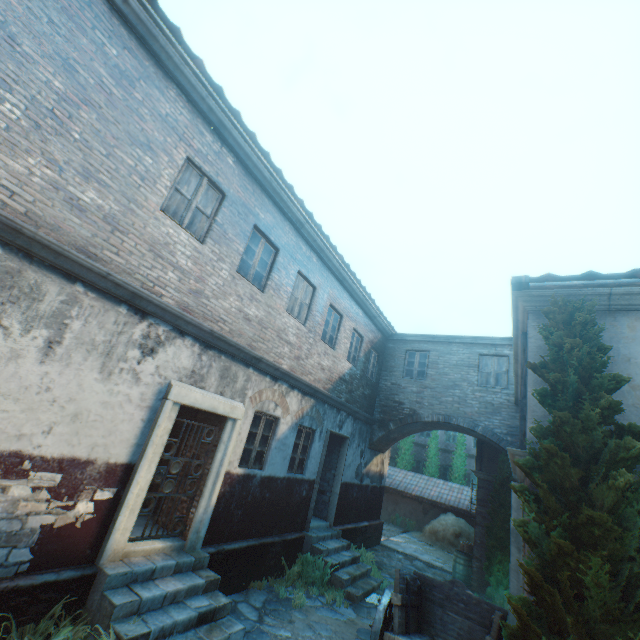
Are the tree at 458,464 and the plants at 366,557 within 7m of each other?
no

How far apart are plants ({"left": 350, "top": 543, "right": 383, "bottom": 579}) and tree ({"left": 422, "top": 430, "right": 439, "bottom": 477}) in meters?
13.3 m

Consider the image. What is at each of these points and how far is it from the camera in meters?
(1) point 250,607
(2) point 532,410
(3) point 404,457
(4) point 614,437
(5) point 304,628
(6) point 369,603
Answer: (1) ground stones, 6.7 m
(2) building, 4.7 m
(3) tree, 24.4 m
(4) tree, 3.6 m
(5) ground stones, 6.4 m
(6) ground stones, 8.3 m

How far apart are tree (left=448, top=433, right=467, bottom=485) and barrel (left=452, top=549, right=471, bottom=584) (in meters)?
10.40

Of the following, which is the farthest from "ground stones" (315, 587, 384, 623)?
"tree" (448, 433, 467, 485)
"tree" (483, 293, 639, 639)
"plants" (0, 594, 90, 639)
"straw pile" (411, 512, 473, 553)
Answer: "tree" (448, 433, 467, 485)

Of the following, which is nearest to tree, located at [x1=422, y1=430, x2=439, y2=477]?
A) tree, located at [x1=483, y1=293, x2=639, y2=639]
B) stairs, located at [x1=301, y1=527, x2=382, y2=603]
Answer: stairs, located at [x1=301, y1=527, x2=382, y2=603]

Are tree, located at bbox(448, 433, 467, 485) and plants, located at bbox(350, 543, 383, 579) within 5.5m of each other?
no

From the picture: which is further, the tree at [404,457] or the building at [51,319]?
the tree at [404,457]
